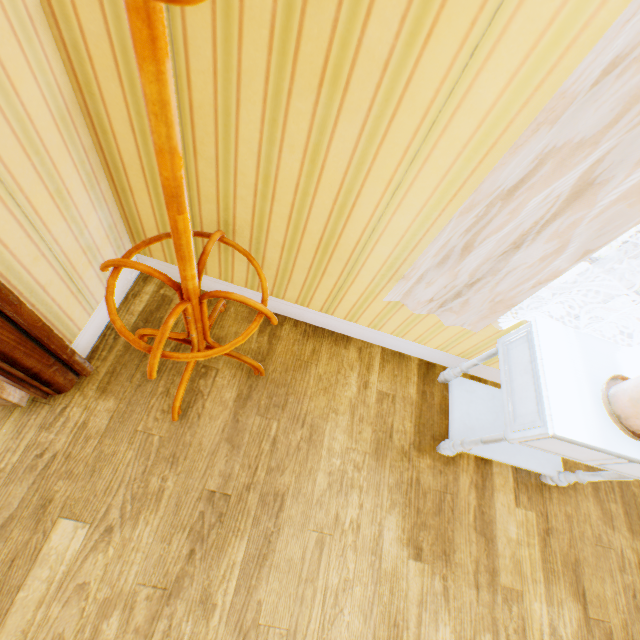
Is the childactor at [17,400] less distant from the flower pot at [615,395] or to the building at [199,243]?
the building at [199,243]

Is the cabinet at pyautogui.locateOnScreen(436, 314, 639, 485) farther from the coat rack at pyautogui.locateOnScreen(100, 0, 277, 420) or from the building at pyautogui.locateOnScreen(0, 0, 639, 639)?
the coat rack at pyautogui.locateOnScreen(100, 0, 277, 420)

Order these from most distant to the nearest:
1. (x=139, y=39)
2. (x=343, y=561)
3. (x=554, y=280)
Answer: (x=554, y=280), (x=343, y=561), (x=139, y=39)

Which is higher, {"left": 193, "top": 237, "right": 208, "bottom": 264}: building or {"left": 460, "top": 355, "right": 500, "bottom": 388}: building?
{"left": 193, "top": 237, "right": 208, "bottom": 264}: building

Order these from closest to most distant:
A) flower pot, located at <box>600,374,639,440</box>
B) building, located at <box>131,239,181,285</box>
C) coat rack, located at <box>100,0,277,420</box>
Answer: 1. coat rack, located at <box>100,0,277,420</box>
2. flower pot, located at <box>600,374,639,440</box>
3. building, located at <box>131,239,181,285</box>

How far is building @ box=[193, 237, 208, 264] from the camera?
1.65m

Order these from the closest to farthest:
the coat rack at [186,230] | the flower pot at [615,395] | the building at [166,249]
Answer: the coat rack at [186,230] → the flower pot at [615,395] → the building at [166,249]
